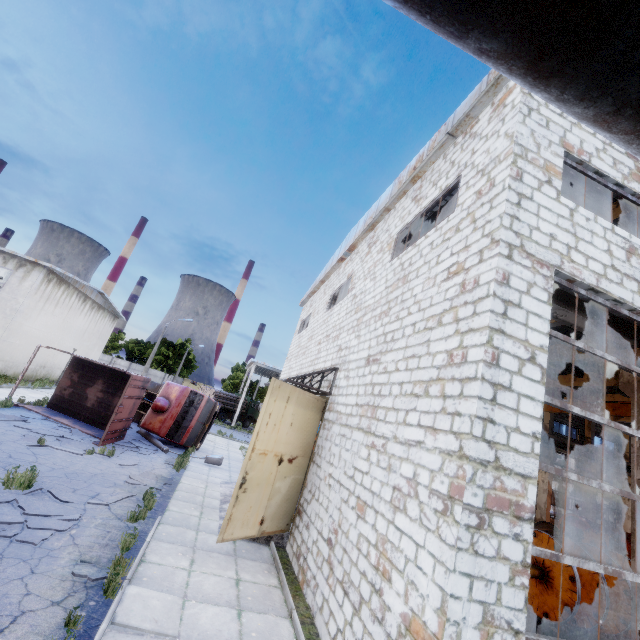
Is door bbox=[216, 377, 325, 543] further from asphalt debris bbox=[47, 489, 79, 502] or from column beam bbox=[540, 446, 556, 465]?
column beam bbox=[540, 446, 556, 465]

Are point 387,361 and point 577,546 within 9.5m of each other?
yes

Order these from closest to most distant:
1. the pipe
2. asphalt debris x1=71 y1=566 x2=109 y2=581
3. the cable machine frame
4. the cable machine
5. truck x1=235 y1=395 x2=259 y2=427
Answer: the pipe, asphalt debris x1=71 y1=566 x2=109 y2=581, the cable machine, the cable machine frame, truck x1=235 y1=395 x2=259 y2=427

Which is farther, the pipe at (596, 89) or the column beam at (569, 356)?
the column beam at (569, 356)

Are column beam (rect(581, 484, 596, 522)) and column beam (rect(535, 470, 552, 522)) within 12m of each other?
yes

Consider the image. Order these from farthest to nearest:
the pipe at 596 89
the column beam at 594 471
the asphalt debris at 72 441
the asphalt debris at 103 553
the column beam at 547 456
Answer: the column beam at 594 471 → the column beam at 547 456 → the asphalt debris at 72 441 → the asphalt debris at 103 553 → the pipe at 596 89

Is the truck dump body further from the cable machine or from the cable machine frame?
the cable machine frame

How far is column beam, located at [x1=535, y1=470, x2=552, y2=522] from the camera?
24.5m
